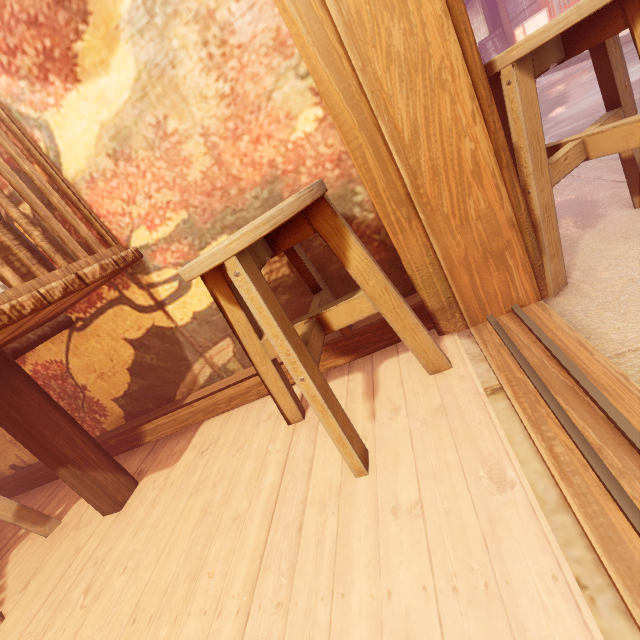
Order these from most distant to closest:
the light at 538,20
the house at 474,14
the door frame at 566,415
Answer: the house at 474,14 → the light at 538,20 → the door frame at 566,415

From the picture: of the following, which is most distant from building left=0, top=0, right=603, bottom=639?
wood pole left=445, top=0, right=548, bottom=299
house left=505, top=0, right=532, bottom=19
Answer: house left=505, top=0, right=532, bottom=19

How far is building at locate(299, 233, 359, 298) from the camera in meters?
2.3

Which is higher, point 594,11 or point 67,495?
point 594,11

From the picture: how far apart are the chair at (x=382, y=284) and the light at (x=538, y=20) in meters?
20.1

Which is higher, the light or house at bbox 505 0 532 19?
house at bbox 505 0 532 19

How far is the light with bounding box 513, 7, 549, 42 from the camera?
14.4 meters

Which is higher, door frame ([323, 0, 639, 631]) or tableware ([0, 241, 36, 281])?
tableware ([0, 241, 36, 281])
